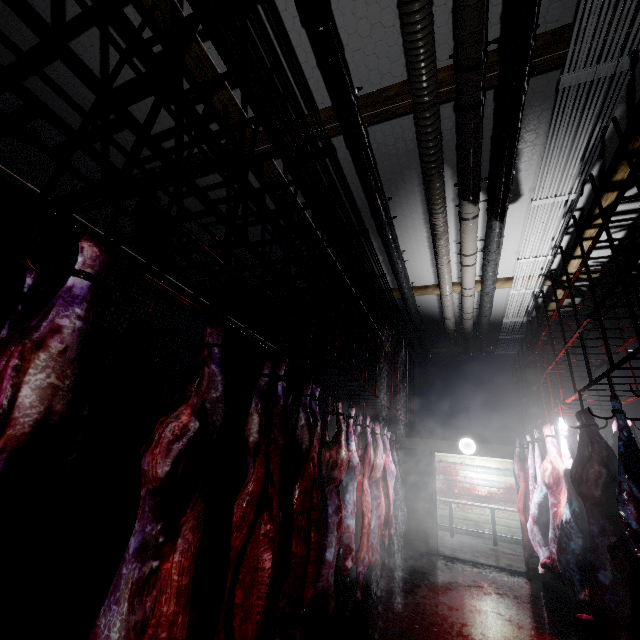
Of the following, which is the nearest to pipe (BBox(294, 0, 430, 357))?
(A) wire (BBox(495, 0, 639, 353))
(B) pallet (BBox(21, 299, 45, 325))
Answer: (A) wire (BBox(495, 0, 639, 353))

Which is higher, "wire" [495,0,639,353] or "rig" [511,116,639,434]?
"wire" [495,0,639,353]

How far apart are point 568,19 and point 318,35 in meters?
1.6 m

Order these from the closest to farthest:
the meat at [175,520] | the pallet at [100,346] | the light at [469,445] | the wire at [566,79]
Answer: the meat at [175,520] < the wire at [566,79] < the pallet at [100,346] < the light at [469,445]

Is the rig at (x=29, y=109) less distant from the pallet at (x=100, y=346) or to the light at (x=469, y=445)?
the light at (x=469, y=445)

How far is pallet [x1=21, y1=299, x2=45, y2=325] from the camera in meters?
2.7 m

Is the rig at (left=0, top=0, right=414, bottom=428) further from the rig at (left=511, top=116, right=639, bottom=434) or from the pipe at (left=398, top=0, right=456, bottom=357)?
the rig at (left=511, top=116, right=639, bottom=434)

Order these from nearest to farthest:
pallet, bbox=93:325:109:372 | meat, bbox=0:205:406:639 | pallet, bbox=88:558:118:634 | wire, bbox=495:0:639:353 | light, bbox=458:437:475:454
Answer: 1. meat, bbox=0:205:406:639
2. wire, bbox=495:0:639:353
3. pallet, bbox=88:558:118:634
4. pallet, bbox=93:325:109:372
5. light, bbox=458:437:475:454
